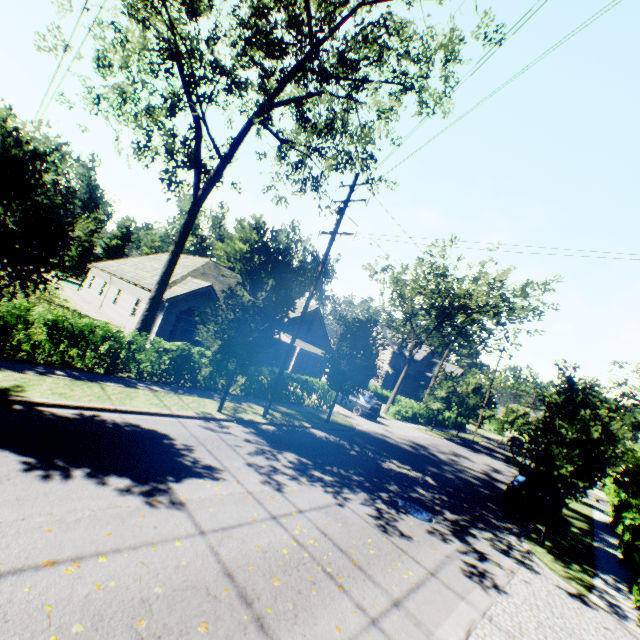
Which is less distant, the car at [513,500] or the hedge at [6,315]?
the hedge at [6,315]

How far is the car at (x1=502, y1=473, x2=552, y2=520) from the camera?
13.8m

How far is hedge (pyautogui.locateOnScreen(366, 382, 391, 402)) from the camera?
44.3m

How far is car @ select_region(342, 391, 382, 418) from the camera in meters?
24.0

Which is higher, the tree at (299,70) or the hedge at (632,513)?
the tree at (299,70)

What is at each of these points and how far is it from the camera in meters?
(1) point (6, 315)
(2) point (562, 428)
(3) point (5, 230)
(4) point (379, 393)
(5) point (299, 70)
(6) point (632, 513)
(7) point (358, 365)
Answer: (1) hedge, 9.5
(2) tree, 10.7
(3) tree, 7.4
(4) hedge, 45.2
(5) tree, 14.2
(6) hedge, 15.1
(7) tree, 16.6

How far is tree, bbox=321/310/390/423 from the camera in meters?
16.7 m
